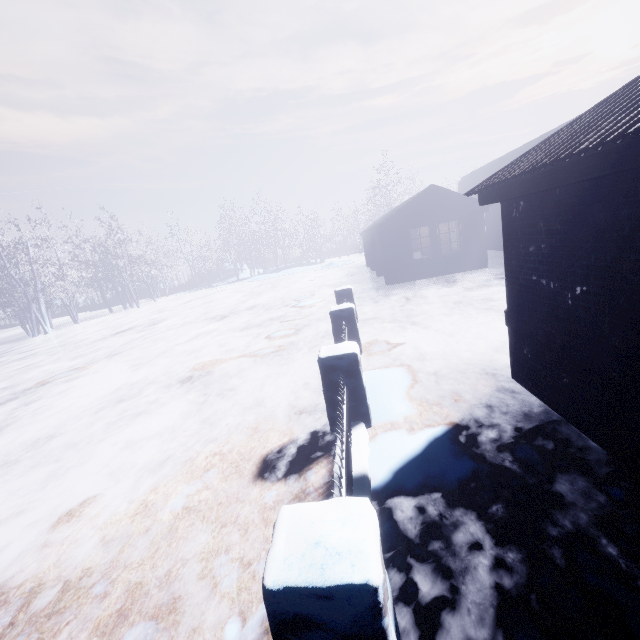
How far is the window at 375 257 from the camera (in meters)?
15.85

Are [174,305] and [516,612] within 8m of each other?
no

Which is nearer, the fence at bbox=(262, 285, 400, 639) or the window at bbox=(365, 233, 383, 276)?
the fence at bbox=(262, 285, 400, 639)

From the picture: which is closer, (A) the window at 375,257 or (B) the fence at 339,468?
(B) the fence at 339,468

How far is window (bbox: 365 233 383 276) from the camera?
15.9 meters
